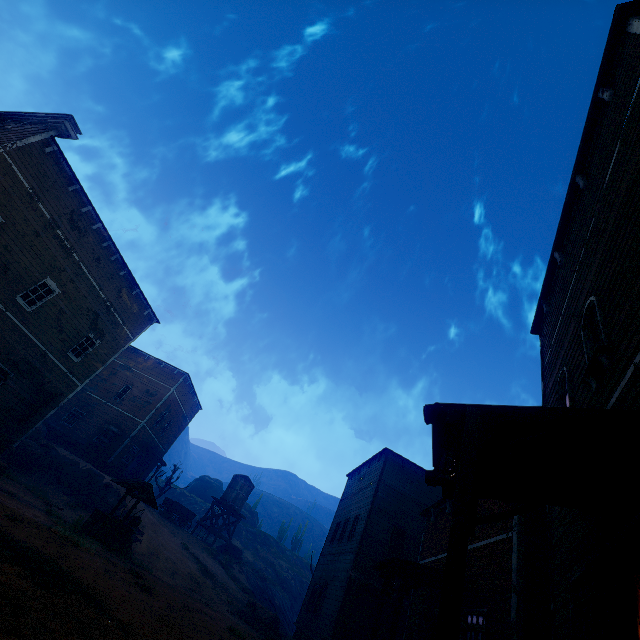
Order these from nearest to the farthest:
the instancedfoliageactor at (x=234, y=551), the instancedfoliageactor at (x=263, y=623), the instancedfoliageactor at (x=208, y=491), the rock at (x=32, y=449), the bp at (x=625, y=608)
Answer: the bp at (x=625, y=608) < the instancedfoliageactor at (x=263, y=623) < the rock at (x=32, y=449) < the instancedfoliageactor at (x=234, y=551) < the instancedfoliageactor at (x=208, y=491)

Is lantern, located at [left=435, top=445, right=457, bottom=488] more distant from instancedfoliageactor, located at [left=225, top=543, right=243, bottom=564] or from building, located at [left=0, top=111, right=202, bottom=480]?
instancedfoliageactor, located at [left=225, top=543, right=243, bottom=564]

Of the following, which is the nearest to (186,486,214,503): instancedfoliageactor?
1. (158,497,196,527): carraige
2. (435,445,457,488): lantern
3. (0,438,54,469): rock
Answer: (158,497,196,527): carraige

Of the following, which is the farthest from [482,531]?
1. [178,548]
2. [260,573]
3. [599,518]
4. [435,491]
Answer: [260,573]

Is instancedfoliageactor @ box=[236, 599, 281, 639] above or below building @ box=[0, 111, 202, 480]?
below

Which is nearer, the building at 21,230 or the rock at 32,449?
the building at 21,230

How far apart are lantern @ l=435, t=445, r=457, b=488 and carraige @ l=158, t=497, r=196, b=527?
34.5 meters

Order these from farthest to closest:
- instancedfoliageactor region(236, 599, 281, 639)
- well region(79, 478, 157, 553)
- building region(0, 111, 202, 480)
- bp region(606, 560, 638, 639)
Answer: instancedfoliageactor region(236, 599, 281, 639) < building region(0, 111, 202, 480) < well region(79, 478, 157, 553) < bp region(606, 560, 638, 639)
